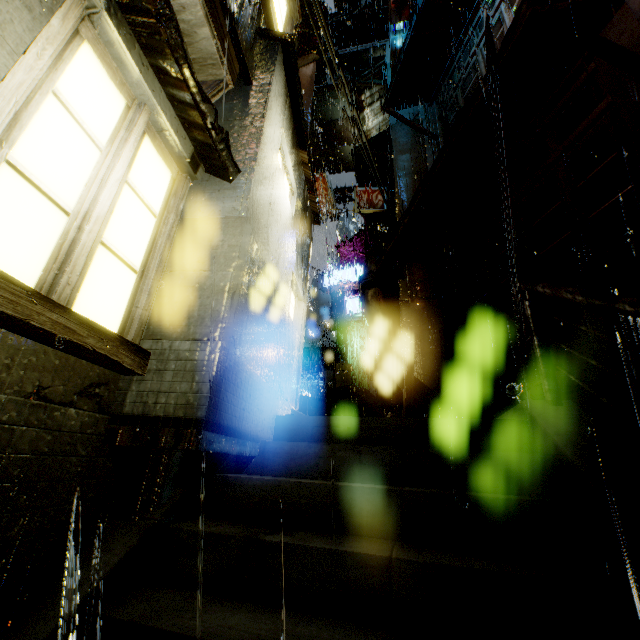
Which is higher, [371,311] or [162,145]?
[371,311]

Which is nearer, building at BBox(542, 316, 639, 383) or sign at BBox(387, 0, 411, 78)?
building at BBox(542, 316, 639, 383)

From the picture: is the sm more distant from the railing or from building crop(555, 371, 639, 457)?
the railing

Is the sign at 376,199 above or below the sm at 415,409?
above

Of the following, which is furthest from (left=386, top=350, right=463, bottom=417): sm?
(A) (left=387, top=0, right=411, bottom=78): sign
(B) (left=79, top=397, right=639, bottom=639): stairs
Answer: (A) (left=387, top=0, right=411, bottom=78): sign

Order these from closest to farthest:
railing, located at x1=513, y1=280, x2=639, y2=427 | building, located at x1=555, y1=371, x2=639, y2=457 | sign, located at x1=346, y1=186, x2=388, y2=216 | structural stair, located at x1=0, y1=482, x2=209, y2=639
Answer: structural stair, located at x1=0, y1=482, x2=209, y2=639, railing, located at x1=513, y1=280, x2=639, y2=427, building, located at x1=555, y1=371, x2=639, y2=457, sign, located at x1=346, y1=186, x2=388, y2=216

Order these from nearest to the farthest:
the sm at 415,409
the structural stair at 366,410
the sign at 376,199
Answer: the sm at 415,409 < the structural stair at 366,410 < the sign at 376,199

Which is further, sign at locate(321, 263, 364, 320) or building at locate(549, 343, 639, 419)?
sign at locate(321, 263, 364, 320)
